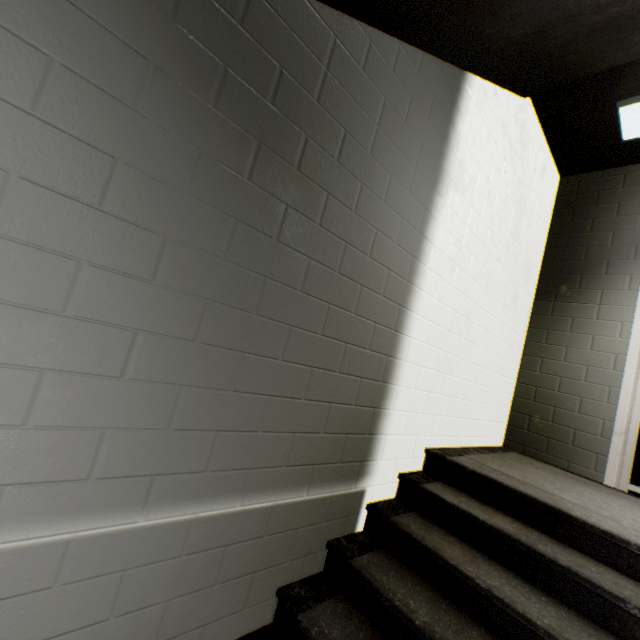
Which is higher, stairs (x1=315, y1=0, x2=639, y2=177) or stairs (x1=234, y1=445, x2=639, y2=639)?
stairs (x1=315, y1=0, x2=639, y2=177)

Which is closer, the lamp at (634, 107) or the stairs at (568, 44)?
Answer: the stairs at (568, 44)

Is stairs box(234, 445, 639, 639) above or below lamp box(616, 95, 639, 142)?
below

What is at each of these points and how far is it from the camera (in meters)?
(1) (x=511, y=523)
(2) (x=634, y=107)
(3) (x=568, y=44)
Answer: (1) stairs, 1.90
(2) lamp, 2.83
(3) stairs, 2.05

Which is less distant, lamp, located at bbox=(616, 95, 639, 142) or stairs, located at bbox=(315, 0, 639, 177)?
stairs, located at bbox=(315, 0, 639, 177)

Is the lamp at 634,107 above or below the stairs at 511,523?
above
